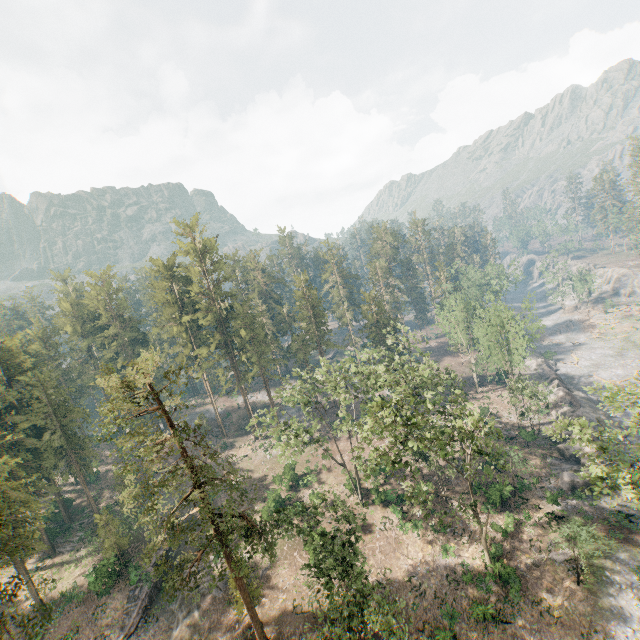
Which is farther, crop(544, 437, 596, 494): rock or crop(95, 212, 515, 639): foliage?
crop(544, 437, 596, 494): rock

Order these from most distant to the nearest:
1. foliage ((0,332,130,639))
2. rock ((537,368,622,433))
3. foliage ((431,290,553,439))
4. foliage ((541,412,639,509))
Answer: rock ((537,368,622,433))
foliage ((431,290,553,439))
foliage ((0,332,130,639))
foliage ((541,412,639,509))

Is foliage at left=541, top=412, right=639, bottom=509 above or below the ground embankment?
above

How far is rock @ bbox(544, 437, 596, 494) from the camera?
35.22m

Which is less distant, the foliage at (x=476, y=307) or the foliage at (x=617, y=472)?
the foliage at (x=617, y=472)

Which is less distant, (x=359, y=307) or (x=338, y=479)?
(x=338, y=479)

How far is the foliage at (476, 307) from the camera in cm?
4100
